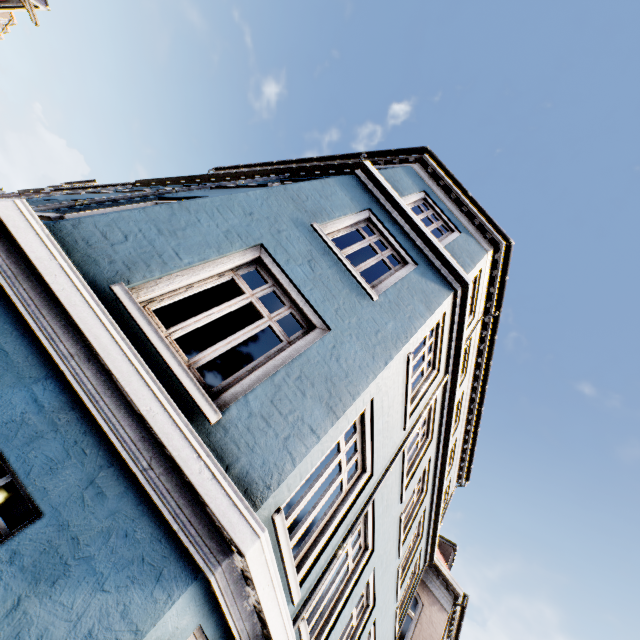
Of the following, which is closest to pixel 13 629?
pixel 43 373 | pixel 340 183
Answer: pixel 43 373

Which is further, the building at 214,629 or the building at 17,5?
the building at 17,5

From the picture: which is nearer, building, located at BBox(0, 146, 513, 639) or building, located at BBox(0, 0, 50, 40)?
building, located at BBox(0, 146, 513, 639)

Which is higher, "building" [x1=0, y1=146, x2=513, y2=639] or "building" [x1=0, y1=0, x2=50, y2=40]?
"building" [x1=0, y1=0, x2=50, y2=40]

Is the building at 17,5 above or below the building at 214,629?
above
